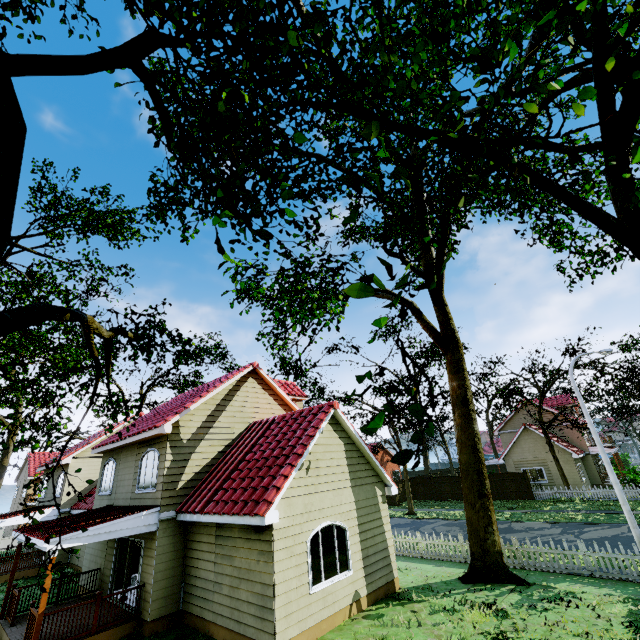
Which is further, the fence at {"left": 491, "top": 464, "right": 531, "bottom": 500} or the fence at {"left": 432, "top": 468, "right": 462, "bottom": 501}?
the fence at {"left": 432, "top": 468, "right": 462, "bottom": 501}

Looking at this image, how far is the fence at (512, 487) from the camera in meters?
29.0 m

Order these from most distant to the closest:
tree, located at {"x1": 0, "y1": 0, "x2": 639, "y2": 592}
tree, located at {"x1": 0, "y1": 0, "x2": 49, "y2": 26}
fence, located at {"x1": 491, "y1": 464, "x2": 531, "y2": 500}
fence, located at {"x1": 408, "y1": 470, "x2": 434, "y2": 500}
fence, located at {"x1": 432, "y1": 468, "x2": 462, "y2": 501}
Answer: fence, located at {"x1": 408, "y1": 470, "x2": 434, "y2": 500}, fence, located at {"x1": 432, "y1": 468, "x2": 462, "y2": 501}, fence, located at {"x1": 491, "y1": 464, "x2": 531, "y2": 500}, tree, located at {"x1": 0, "y1": 0, "x2": 49, "y2": 26}, tree, located at {"x1": 0, "y1": 0, "x2": 639, "y2": 592}

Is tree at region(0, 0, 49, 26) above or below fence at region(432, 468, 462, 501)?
above

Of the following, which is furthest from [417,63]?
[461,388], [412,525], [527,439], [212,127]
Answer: [527,439]

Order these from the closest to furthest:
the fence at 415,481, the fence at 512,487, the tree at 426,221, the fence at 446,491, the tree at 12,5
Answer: the tree at 426,221 < the tree at 12,5 < the fence at 512,487 < the fence at 446,491 < the fence at 415,481

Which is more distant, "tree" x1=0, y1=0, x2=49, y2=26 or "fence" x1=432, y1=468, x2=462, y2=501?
"fence" x1=432, y1=468, x2=462, y2=501
